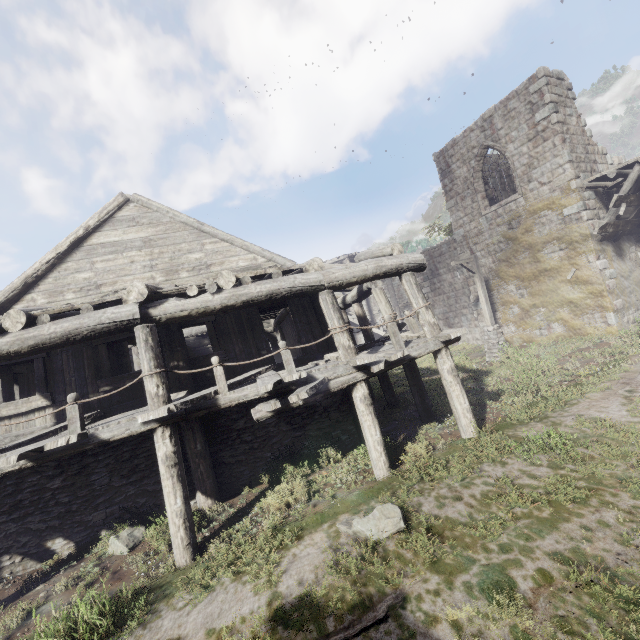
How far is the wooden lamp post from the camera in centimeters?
1522cm

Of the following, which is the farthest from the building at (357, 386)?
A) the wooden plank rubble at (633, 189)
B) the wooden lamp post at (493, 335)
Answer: the wooden lamp post at (493, 335)

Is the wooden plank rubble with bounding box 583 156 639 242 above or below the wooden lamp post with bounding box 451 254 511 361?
above

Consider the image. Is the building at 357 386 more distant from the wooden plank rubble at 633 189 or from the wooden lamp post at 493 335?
the wooden lamp post at 493 335

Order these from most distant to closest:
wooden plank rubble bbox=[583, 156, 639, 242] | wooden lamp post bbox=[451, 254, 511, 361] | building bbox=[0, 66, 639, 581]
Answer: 1. wooden lamp post bbox=[451, 254, 511, 361]
2. wooden plank rubble bbox=[583, 156, 639, 242]
3. building bbox=[0, 66, 639, 581]

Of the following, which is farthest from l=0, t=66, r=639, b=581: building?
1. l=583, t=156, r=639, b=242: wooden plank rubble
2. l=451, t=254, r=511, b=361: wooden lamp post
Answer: l=451, t=254, r=511, b=361: wooden lamp post

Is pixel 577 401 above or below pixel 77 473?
below

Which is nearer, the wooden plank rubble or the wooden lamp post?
the wooden plank rubble
